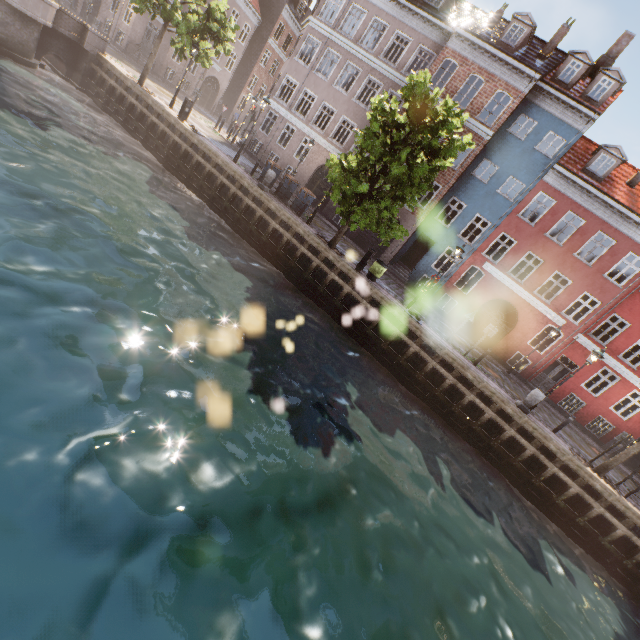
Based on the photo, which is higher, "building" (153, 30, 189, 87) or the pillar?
"building" (153, 30, 189, 87)

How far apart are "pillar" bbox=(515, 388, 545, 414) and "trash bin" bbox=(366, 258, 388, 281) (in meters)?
8.25

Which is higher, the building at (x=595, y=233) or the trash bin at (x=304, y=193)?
the building at (x=595, y=233)

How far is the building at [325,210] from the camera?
24.53m

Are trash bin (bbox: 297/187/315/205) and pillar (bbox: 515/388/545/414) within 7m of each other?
no

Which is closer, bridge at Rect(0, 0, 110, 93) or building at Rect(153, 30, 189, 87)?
bridge at Rect(0, 0, 110, 93)

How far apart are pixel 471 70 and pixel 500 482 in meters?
23.3 m

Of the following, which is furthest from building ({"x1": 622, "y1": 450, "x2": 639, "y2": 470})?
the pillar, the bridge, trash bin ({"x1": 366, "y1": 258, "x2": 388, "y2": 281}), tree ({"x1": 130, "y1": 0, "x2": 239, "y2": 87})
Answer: the bridge
